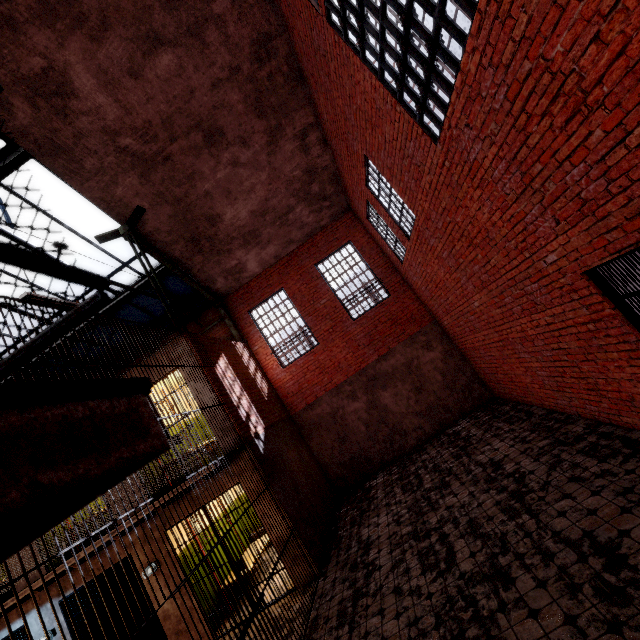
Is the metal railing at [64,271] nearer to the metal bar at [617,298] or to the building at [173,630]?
the building at [173,630]

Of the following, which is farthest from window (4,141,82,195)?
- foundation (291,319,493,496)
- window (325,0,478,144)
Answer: window (325,0,478,144)

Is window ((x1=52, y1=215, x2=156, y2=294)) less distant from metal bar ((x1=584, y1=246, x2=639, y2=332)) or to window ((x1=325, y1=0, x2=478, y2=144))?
window ((x1=325, y1=0, x2=478, y2=144))

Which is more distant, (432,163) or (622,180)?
(432,163)

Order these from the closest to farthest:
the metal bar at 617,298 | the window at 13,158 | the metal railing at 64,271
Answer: the metal railing at 64,271
the metal bar at 617,298
the window at 13,158

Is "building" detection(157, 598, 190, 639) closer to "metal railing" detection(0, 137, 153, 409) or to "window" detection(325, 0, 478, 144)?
"metal railing" detection(0, 137, 153, 409)

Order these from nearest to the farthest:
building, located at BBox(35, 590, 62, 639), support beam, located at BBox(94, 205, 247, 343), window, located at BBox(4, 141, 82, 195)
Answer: window, located at BBox(4, 141, 82, 195) < building, located at BBox(35, 590, 62, 639) < support beam, located at BBox(94, 205, 247, 343)

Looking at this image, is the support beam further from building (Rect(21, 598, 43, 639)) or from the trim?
building (Rect(21, 598, 43, 639))
